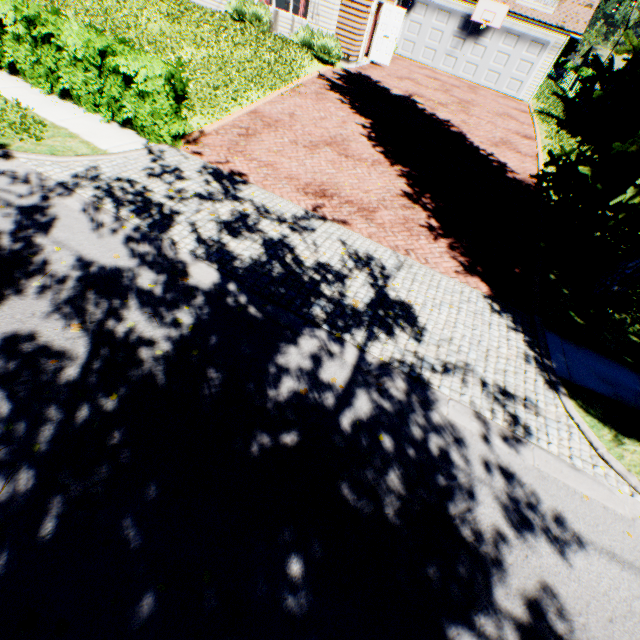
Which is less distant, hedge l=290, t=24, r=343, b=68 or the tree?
the tree

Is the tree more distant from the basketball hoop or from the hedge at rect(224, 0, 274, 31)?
the basketball hoop

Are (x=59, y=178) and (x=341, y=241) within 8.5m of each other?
yes

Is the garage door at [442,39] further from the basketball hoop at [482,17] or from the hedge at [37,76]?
the hedge at [37,76]

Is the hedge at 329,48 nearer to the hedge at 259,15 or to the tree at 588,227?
the hedge at 259,15

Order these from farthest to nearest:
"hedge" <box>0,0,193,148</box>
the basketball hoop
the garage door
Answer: the garage door → the basketball hoop → "hedge" <box>0,0,193,148</box>

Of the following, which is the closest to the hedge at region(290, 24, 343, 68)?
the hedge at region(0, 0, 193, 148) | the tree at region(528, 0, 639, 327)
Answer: the hedge at region(0, 0, 193, 148)

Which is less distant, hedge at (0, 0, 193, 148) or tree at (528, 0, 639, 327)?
tree at (528, 0, 639, 327)
